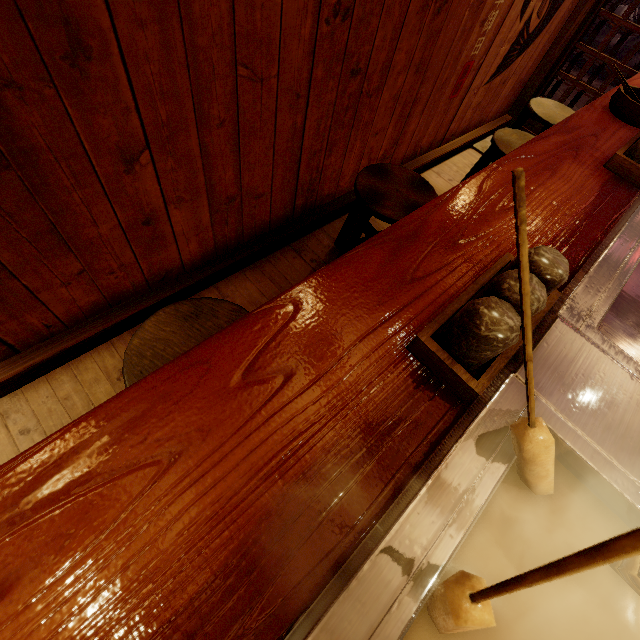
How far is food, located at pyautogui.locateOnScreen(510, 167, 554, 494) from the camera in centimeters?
Answer: 61cm

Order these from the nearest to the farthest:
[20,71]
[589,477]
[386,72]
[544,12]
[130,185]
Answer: [589,477] < [20,71] < [130,185] < [386,72] < [544,12]

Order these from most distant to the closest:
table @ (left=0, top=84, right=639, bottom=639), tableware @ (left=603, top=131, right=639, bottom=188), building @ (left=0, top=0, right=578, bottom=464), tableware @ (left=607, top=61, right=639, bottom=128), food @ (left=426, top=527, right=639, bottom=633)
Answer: tableware @ (left=607, top=61, right=639, bottom=128), tableware @ (left=603, top=131, right=639, bottom=188), building @ (left=0, top=0, right=578, bottom=464), table @ (left=0, top=84, right=639, bottom=639), food @ (left=426, top=527, right=639, bottom=633)

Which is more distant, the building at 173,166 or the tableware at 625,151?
the tableware at 625,151

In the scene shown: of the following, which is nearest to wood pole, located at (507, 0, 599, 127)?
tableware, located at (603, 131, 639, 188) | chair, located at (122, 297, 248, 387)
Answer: tableware, located at (603, 131, 639, 188)

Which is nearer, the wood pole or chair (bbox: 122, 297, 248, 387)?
Result: chair (bbox: 122, 297, 248, 387)

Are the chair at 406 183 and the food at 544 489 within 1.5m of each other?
no

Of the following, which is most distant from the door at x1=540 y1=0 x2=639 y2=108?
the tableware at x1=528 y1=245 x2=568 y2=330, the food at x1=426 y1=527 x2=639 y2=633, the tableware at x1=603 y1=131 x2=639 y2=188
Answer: the food at x1=426 y1=527 x2=639 y2=633
